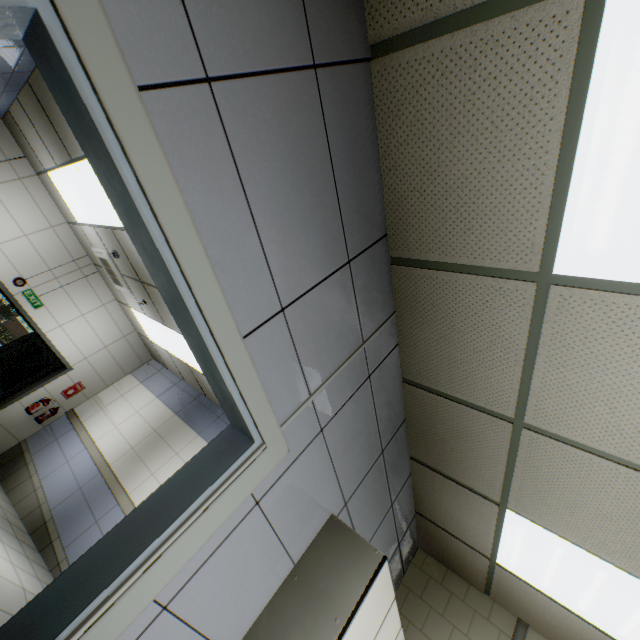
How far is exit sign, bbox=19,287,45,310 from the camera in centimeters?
689cm

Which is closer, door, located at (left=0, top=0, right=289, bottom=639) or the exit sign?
door, located at (left=0, top=0, right=289, bottom=639)

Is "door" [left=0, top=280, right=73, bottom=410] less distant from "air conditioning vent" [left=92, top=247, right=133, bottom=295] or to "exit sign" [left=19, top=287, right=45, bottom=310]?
"exit sign" [left=19, top=287, right=45, bottom=310]

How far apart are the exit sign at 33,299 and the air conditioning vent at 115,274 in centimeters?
158cm

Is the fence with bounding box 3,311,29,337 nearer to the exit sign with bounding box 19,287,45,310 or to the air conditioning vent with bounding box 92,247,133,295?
the exit sign with bounding box 19,287,45,310

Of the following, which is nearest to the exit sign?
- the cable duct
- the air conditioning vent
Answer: the air conditioning vent

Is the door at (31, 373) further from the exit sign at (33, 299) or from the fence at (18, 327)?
the fence at (18, 327)

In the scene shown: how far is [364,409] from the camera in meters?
2.1
